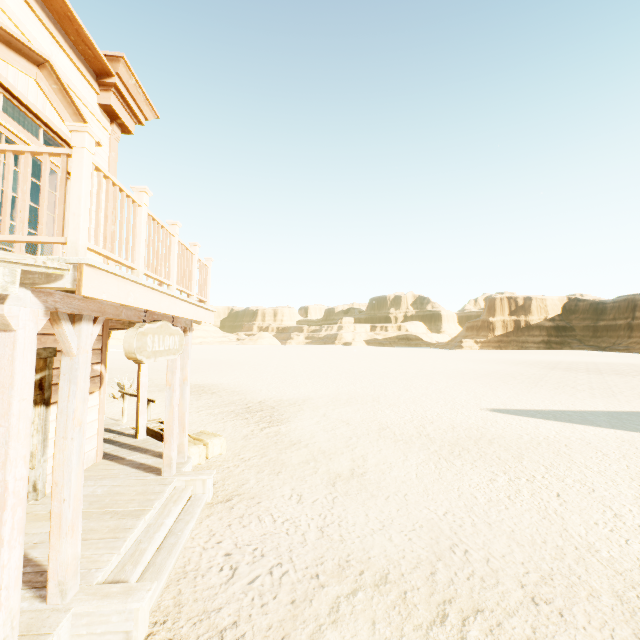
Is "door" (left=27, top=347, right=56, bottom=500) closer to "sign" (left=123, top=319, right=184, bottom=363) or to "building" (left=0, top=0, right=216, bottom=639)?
"building" (left=0, top=0, right=216, bottom=639)

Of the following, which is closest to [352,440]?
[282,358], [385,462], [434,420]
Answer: [385,462]

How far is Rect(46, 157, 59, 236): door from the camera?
4.95m

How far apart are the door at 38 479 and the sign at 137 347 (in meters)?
1.76

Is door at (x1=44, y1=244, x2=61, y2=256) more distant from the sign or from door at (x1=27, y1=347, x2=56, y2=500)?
the sign

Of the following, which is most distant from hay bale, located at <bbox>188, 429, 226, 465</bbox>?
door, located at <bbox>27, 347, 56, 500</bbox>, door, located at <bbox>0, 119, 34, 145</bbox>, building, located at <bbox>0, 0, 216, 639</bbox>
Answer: door, located at <bbox>0, 119, 34, 145</bbox>

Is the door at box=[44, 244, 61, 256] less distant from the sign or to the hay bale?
the sign

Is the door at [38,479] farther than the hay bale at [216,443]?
No
